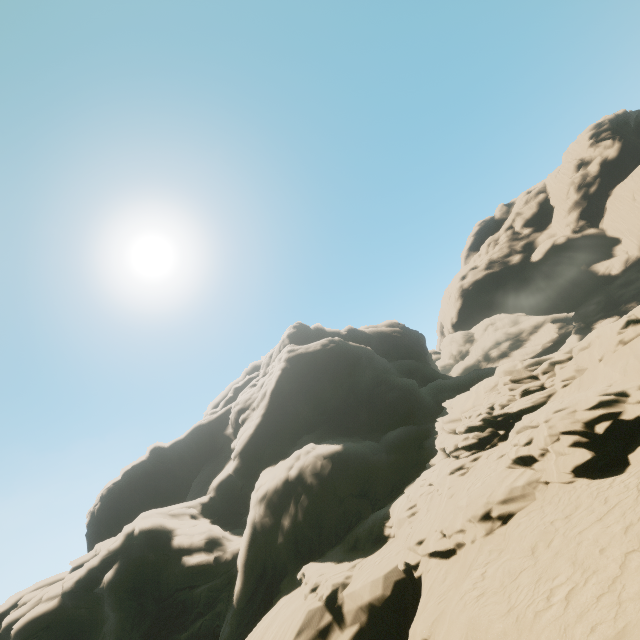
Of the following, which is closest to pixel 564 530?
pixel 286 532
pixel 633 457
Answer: pixel 633 457
